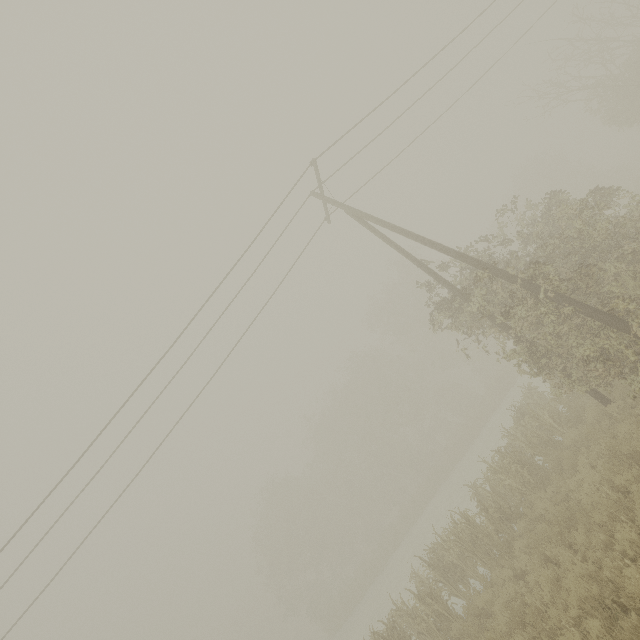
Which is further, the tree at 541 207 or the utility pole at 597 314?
the tree at 541 207

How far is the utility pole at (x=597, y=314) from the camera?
7.67m

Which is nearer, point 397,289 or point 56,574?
point 56,574

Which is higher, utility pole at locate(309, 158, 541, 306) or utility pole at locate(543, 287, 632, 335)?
utility pole at locate(309, 158, 541, 306)

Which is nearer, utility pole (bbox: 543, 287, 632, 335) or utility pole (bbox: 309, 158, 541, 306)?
utility pole (bbox: 543, 287, 632, 335)

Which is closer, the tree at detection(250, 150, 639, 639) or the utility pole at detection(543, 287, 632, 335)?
the utility pole at detection(543, 287, 632, 335)

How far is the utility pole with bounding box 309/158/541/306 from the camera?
9.0 meters
